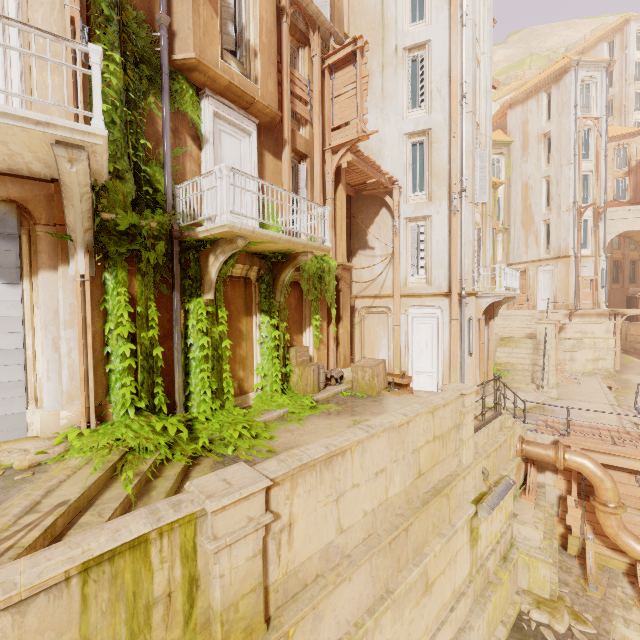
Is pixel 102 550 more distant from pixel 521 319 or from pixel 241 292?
pixel 521 319

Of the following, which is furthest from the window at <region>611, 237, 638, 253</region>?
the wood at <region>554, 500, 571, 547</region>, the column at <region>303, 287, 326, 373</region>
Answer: the column at <region>303, 287, 326, 373</region>

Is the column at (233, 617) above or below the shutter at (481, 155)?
below

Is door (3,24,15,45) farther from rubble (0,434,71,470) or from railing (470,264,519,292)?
railing (470,264,519,292)

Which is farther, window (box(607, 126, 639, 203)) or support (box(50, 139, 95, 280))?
window (box(607, 126, 639, 203))

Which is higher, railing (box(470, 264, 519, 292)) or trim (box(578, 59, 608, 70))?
trim (box(578, 59, 608, 70))

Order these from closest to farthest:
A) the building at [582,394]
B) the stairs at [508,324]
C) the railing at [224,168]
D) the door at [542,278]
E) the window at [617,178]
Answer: the railing at [224,168]
the building at [582,394]
the stairs at [508,324]
the door at [542,278]
the window at [617,178]

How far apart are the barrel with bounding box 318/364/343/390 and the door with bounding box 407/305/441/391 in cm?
469
